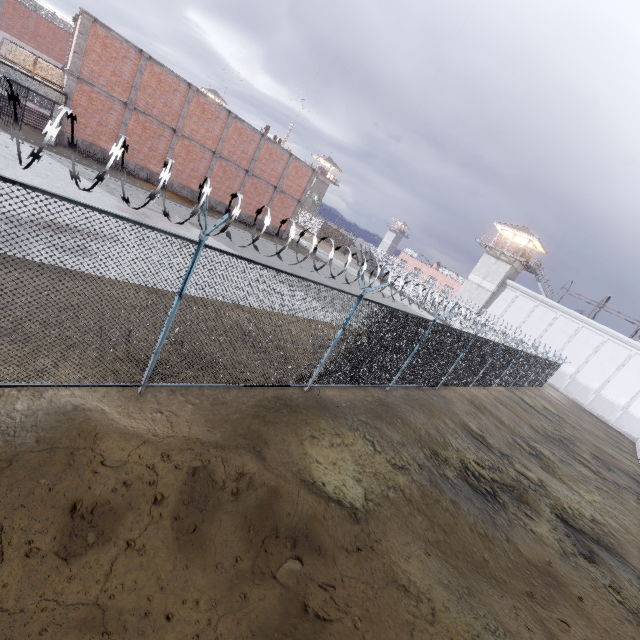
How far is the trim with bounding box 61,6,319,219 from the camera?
17.9m

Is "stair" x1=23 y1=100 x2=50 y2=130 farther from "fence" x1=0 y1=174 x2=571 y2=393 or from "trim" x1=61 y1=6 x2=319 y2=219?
"fence" x1=0 y1=174 x2=571 y2=393

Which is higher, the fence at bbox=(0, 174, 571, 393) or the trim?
the trim

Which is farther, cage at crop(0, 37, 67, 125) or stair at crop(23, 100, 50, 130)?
stair at crop(23, 100, 50, 130)

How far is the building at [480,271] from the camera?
41.9m

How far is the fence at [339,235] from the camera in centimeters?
588cm

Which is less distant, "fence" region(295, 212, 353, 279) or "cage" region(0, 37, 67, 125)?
"fence" region(295, 212, 353, 279)

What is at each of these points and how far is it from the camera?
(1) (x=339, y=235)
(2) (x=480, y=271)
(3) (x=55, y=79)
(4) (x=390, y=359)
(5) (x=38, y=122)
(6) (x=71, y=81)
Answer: (1) fence, 53.2 meters
(2) building, 43.9 meters
(3) cage, 19.7 meters
(4) fence, 10.2 meters
(5) stair, 20.5 meters
(6) trim, 18.4 meters
